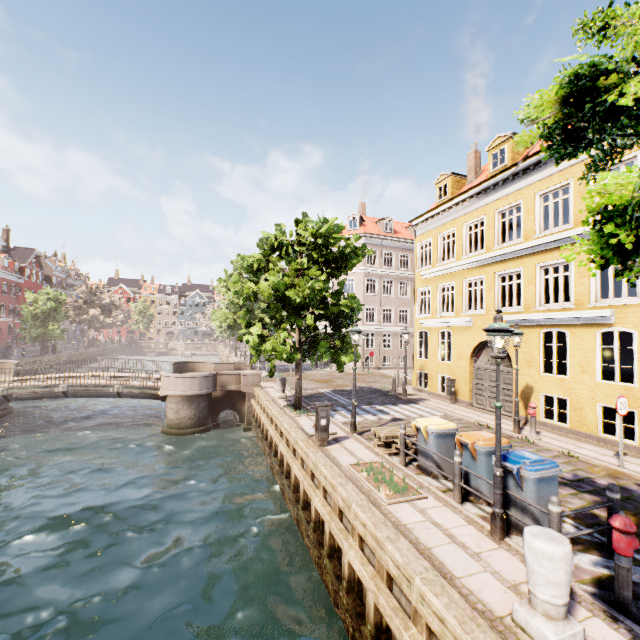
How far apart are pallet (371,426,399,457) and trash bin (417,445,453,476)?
0.67m

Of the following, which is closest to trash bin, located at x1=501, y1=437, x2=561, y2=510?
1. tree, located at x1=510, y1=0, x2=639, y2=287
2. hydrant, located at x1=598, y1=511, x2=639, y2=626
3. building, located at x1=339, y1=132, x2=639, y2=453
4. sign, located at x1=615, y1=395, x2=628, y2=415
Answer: hydrant, located at x1=598, y1=511, x2=639, y2=626

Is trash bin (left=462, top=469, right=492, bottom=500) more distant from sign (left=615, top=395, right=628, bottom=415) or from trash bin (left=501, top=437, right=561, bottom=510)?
sign (left=615, top=395, right=628, bottom=415)

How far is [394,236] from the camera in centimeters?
3481cm

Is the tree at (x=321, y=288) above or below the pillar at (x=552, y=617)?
above

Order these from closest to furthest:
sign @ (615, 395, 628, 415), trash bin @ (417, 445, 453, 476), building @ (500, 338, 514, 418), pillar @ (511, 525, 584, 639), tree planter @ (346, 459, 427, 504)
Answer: pillar @ (511, 525, 584, 639) < tree planter @ (346, 459, 427, 504) < trash bin @ (417, 445, 453, 476) < sign @ (615, 395, 628, 415) < building @ (500, 338, 514, 418)

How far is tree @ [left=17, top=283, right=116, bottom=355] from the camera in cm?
3628

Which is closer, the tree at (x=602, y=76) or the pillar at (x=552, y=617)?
the tree at (x=602, y=76)
